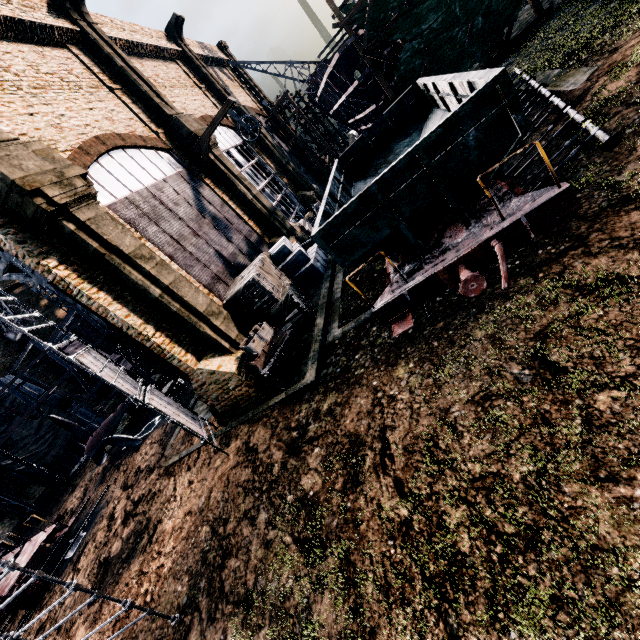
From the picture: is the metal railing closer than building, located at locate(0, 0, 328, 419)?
Yes

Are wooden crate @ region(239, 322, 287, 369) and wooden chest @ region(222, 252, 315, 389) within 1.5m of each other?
yes

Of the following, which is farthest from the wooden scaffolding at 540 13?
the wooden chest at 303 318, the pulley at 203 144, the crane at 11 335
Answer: the crane at 11 335

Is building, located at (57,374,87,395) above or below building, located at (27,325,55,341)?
below

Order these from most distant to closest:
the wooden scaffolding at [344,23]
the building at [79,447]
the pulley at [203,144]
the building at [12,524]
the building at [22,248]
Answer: the building at [79,447], the building at [12,524], the wooden scaffolding at [344,23], the pulley at [203,144], the building at [22,248]

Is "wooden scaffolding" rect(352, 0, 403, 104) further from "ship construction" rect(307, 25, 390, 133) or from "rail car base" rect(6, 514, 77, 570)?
"rail car base" rect(6, 514, 77, 570)

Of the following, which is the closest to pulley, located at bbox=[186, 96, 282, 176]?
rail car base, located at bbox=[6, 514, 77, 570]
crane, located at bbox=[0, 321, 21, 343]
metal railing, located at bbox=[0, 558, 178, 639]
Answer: metal railing, located at bbox=[0, 558, 178, 639]

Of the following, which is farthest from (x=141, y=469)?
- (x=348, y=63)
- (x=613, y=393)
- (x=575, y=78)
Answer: (x=348, y=63)
